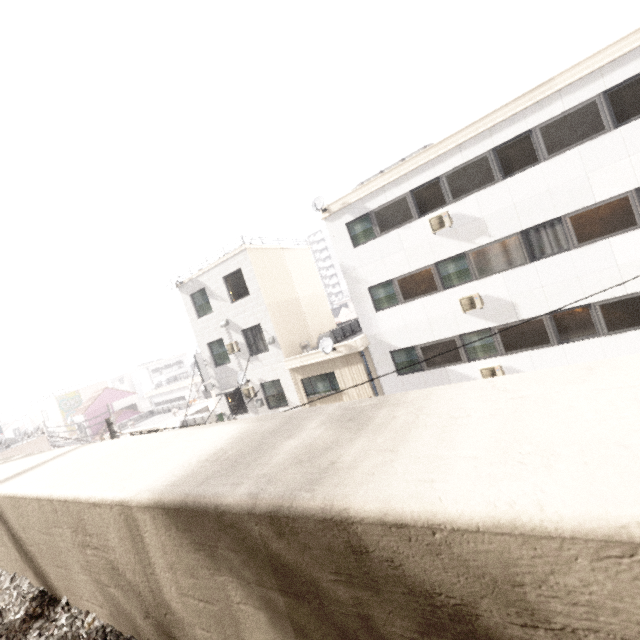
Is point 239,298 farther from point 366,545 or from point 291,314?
point 366,545

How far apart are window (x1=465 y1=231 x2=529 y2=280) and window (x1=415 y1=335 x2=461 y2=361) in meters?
2.1 m

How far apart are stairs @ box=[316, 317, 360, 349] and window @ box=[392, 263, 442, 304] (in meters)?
3.63

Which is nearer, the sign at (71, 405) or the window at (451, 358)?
the window at (451, 358)

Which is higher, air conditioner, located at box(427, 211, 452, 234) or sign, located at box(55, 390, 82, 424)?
air conditioner, located at box(427, 211, 452, 234)

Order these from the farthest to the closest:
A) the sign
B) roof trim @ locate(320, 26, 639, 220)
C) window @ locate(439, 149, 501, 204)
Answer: the sign → window @ locate(439, 149, 501, 204) → roof trim @ locate(320, 26, 639, 220)

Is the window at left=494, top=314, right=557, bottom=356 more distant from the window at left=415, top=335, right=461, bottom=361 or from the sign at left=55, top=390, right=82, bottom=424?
the sign at left=55, top=390, right=82, bottom=424

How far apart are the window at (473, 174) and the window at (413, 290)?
2.1m
